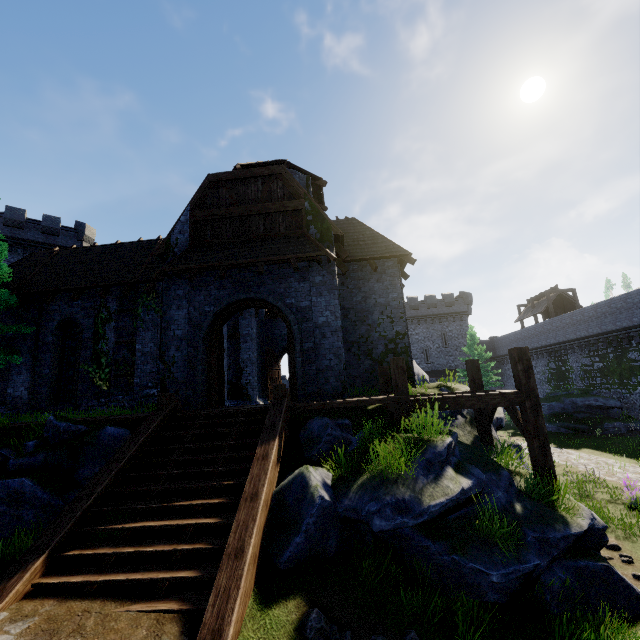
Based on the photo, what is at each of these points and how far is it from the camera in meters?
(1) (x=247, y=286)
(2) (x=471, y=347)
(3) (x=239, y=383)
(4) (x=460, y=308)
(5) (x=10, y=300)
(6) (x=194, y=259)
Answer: (1) double door, 11.6 m
(2) tree, 36.3 m
(3) building, 19.4 m
(4) building, 45.6 m
(5) tree, 13.4 m
(6) awning, 11.4 m

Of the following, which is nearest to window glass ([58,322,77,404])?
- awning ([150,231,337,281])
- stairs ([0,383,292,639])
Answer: awning ([150,231,337,281])

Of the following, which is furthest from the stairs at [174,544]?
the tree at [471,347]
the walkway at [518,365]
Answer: the tree at [471,347]

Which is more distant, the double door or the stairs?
the double door

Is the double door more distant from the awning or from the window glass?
the window glass

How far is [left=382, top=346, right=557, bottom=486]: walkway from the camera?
7.4m

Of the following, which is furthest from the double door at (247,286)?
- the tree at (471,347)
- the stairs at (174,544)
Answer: the tree at (471,347)

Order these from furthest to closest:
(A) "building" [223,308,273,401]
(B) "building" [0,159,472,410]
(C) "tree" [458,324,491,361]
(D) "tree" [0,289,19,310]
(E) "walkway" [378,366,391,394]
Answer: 1. (C) "tree" [458,324,491,361]
2. (A) "building" [223,308,273,401]
3. (D) "tree" [0,289,19,310]
4. (B) "building" [0,159,472,410]
5. (E) "walkway" [378,366,391,394]
